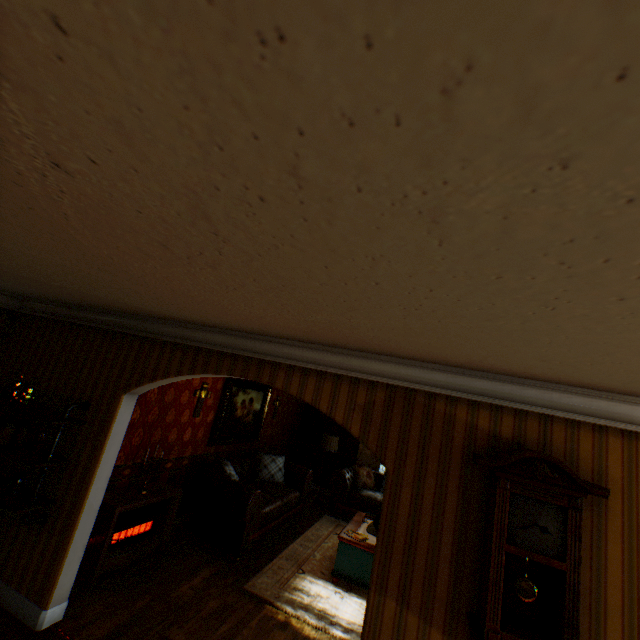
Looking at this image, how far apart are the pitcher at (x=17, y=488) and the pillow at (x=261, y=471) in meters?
4.4 m

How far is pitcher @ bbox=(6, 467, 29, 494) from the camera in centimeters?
343cm

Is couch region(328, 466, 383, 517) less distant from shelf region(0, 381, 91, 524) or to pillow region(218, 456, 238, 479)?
pillow region(218, 456, 238, 479)

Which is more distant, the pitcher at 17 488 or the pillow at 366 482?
the pillow at 366 482

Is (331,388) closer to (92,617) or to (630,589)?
(630,589)

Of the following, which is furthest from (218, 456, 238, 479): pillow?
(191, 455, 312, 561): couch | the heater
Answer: the heater

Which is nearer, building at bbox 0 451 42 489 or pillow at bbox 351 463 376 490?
building at bbox 0 451 42 489

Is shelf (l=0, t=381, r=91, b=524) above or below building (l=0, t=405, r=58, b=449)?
below
